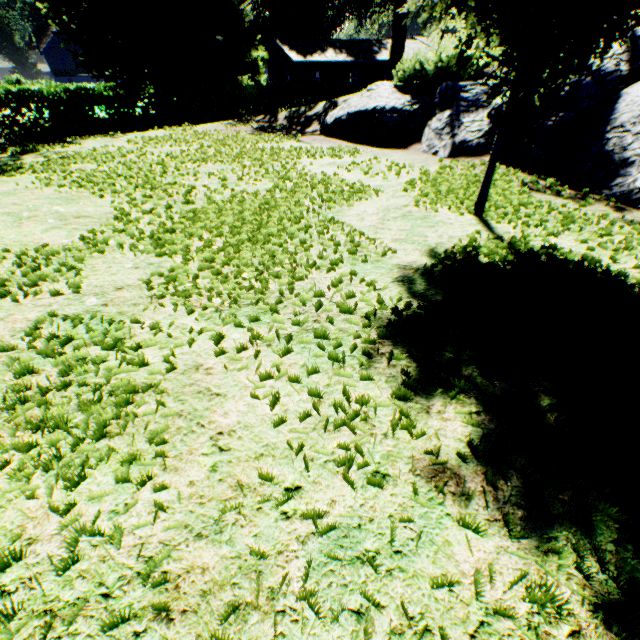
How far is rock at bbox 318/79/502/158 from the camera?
7.4m

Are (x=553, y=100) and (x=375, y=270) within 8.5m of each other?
yes

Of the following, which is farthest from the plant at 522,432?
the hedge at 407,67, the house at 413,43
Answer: the hedge at 407,67

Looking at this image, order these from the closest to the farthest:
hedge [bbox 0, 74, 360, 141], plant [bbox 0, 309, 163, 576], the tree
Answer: plant [bbox 0, 309, 163, 576] < hedge [bbox 0, 74, 360, 141] < the tree

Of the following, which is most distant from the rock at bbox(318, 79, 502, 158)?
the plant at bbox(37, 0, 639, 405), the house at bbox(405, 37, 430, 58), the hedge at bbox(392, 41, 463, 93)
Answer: the house at bbox(405, 37, 430, 58)

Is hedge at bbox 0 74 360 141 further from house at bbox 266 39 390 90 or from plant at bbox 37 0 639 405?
house at bbox 266 39 390 90

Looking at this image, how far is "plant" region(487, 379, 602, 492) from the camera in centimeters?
162cm

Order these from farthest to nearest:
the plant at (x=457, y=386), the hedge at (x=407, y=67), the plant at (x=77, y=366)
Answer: the hedge at (x=407, y=67) < the plant at (x=457, y=386) < the plant at (x=77, y=366)
